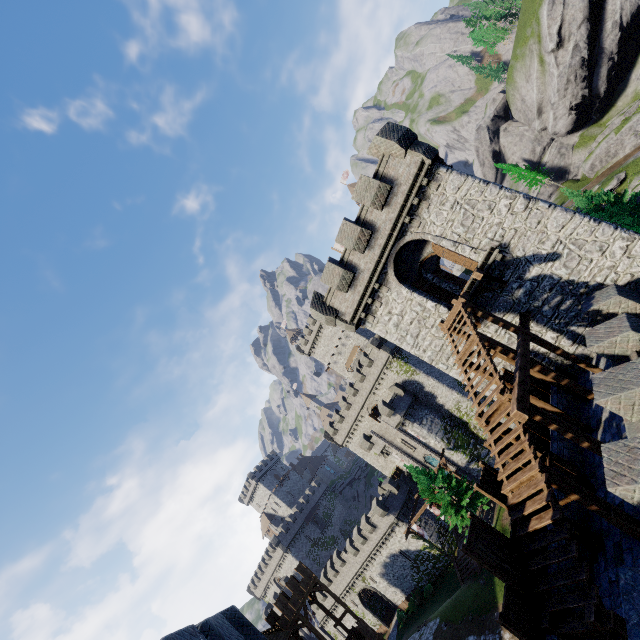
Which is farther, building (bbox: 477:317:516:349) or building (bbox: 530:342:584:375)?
building (bbox: 477:317:516:349)

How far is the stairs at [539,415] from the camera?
9.6m

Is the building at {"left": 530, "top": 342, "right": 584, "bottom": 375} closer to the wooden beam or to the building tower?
the wooden beam

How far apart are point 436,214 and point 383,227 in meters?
2.8

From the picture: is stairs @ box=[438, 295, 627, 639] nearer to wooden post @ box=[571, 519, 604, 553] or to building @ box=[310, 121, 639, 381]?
wooden post @ box=[571, 519, 604, 553]

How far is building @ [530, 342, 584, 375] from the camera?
15.5 meters

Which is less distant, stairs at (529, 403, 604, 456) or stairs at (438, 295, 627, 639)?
stairs at (438, 295, 627, 639)

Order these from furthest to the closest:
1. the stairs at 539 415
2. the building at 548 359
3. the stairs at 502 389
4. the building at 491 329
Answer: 1. the building at 491 329
2. the building at 548 359
3. the stairs at 539 415
4. the stairs at 502 389
